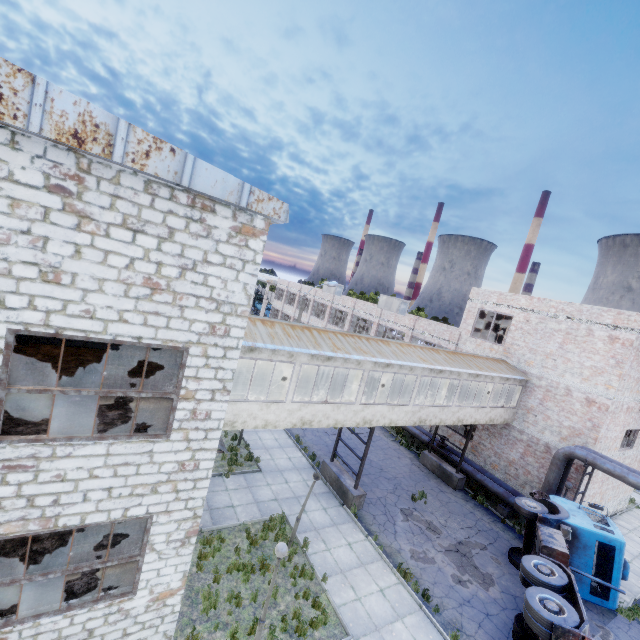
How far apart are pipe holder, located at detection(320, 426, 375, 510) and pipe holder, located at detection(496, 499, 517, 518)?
8.4m

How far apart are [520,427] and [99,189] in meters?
23.2

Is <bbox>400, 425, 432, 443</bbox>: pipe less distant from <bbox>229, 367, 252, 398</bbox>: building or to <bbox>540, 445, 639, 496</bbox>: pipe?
<bbox>540, 445, 639, 496</bbox>: pipe

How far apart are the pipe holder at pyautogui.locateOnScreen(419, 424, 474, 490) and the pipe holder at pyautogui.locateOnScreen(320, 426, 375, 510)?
7.1 meters

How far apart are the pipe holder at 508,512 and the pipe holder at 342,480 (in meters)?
8.40

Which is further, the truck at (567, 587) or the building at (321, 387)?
the building at (321, 387)

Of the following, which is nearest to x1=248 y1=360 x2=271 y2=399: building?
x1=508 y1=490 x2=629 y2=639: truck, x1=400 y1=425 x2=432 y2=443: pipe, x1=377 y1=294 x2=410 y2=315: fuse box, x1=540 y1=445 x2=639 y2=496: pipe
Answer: x1=540 y1=445 x2=639 y2=496: pipe

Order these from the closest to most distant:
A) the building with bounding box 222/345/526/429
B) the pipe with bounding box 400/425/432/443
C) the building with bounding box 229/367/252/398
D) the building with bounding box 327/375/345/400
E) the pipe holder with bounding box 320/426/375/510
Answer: the building with bounding box 222/345/526/429
the building with bounding box 229/367/252/398
the pipe holder with bounding box 320/426/375/510
the building with bounding box 327/375/345/400
the pipe with bounding box 400/425/432/443
